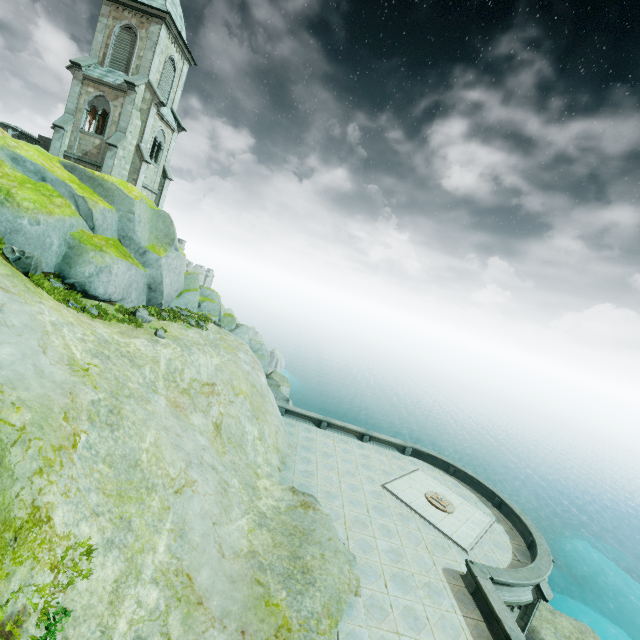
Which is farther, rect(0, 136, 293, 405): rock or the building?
the building

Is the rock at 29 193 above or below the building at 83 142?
below

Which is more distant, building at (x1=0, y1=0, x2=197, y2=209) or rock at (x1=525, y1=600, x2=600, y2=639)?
building at (x1=0, y1=0, x2=197, y2=209)

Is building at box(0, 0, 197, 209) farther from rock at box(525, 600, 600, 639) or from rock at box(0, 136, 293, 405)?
rock at box(525, 600, 600, 639)

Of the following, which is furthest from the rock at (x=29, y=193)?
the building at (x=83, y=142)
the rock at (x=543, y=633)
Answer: the rock at (x=543, y=633)

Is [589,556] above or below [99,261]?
below

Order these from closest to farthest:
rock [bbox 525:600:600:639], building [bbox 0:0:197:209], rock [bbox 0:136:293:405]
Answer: rock [bbox 0:136:293:405], rock [bbox 525:600:600:639], building [bbox 0:0:197:209]

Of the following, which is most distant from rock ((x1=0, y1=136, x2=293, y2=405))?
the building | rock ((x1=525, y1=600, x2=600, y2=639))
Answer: rock ((x1=525, y1=600, x2=600, y2=639))
